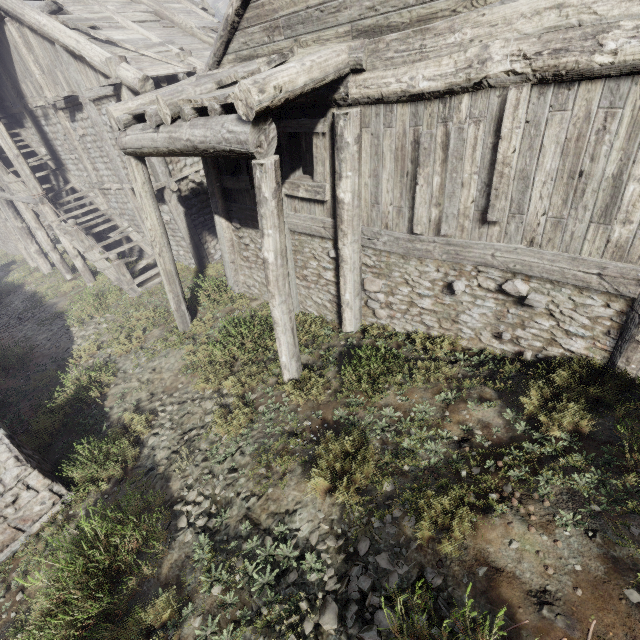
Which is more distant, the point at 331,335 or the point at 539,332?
the point at 331,335

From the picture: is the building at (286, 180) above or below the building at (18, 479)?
above

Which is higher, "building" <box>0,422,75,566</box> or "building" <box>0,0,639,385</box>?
"building" <box>0,0,639,385</box>

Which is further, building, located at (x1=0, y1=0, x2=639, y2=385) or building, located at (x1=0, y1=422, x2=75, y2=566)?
building, located at (x1=0, y1=422, x2=75, y2=566)

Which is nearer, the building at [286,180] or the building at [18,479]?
the building at [286,180]
